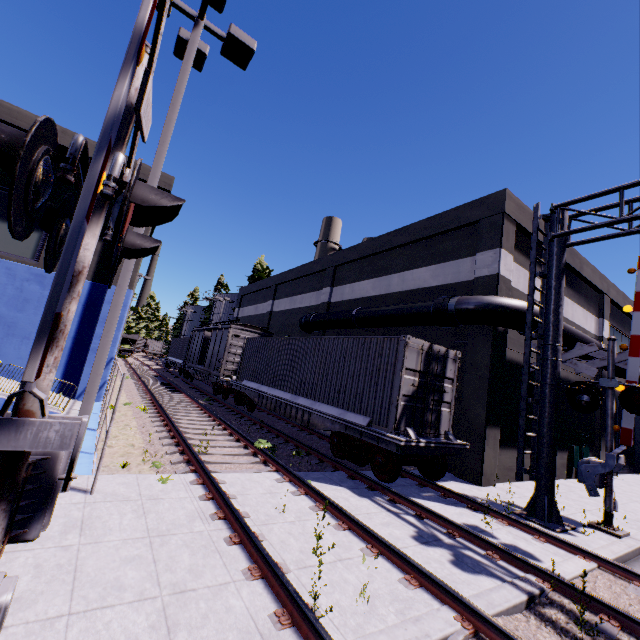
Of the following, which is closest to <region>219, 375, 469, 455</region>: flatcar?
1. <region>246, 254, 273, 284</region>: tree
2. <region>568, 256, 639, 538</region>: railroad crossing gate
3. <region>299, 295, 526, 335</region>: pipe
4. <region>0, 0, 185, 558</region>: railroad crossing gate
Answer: <region>299, 295, 526, 335</region>: pipe

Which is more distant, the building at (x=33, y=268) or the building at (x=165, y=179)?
the building at (x=165, y=179)

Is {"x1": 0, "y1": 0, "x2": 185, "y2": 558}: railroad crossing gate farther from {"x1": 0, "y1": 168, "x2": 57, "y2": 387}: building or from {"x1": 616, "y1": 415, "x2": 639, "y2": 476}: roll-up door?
{"x1": 616, "y1": 415, "x2": 639, "y2": 476}: roll-up door

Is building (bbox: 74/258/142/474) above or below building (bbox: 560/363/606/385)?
below

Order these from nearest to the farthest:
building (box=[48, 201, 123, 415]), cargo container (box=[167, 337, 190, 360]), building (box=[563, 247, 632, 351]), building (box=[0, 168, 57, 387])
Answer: building (box=[0, 168, 57, 387]), building (box=[48, 201, 123, 415]), building (box=[563, 247, 632, 351]), cargo container (box=[167, 337, 190, 360])

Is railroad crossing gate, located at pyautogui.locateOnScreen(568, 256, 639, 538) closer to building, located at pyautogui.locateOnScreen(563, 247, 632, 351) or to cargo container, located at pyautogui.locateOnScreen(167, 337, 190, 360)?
building, located at pyautogui.locateOnScreen(563, 247, 632, 351)

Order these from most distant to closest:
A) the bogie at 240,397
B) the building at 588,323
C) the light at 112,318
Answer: the bogie at 240,397 → the building at 588,323 → the light at 112,318

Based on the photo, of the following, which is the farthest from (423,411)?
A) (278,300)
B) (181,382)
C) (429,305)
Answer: (181,382)
